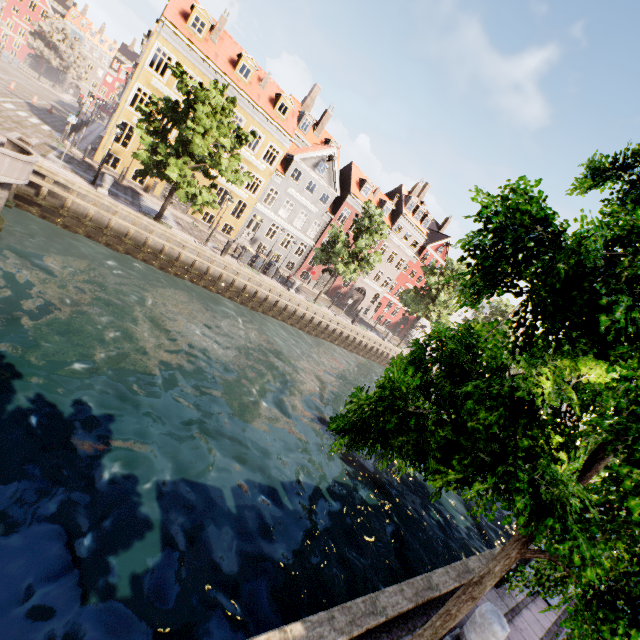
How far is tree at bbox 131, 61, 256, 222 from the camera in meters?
16.7

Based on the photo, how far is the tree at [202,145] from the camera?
16.7m

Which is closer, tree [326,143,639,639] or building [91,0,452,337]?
tree [326,143,639,639]

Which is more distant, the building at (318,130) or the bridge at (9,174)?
the building at (318,130)

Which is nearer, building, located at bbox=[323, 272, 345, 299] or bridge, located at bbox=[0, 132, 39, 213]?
bridge, located at bbox=[0, 132, 39, 213]

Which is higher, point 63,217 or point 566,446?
point 566,446

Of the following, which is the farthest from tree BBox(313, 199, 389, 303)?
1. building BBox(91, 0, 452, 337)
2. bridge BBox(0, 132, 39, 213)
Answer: building BBox(91, 0, 452, 337)

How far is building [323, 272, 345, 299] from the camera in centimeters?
3931cm
